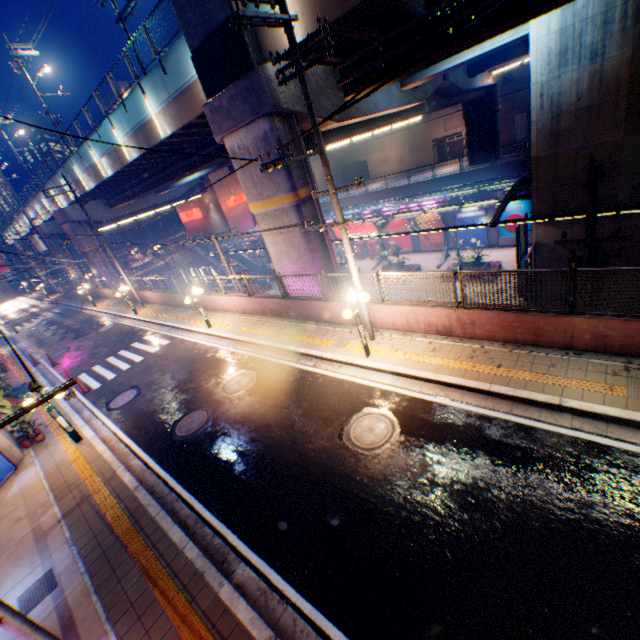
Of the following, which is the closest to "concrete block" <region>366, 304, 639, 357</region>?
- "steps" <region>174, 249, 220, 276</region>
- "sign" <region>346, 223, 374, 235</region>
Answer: "steps" <region>174, 249, 220, 276</region>

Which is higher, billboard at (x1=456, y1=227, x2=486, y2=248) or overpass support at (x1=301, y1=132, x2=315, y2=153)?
overpass support at (x1=301, y1=132, x2=315, y2=153)

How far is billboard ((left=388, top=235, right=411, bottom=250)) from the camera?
34.5m

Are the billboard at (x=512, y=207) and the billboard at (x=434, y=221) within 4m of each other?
no

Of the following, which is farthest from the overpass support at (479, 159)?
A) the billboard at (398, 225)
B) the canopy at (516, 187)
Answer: the billboard at (398, 225)

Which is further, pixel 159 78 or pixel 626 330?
pixel 159 78

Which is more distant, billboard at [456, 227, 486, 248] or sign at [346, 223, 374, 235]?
sign at [346, 223, 374, 235]

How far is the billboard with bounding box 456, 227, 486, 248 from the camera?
29.7 meters
